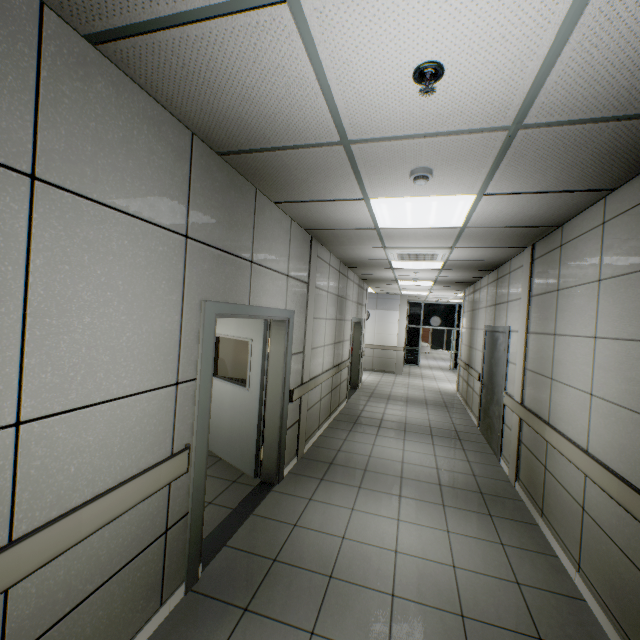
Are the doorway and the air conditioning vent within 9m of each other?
no

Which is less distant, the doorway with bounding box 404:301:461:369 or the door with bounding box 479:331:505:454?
the door with bounding box 479:331:505:454

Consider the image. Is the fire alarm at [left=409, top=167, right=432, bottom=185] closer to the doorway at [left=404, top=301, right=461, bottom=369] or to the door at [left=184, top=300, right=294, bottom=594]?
the door at [left=184, top=300, right=294, bottom=594]

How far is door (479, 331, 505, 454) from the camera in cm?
539

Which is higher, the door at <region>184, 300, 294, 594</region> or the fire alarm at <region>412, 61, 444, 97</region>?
the fire alarm at <region>412, 61, 444, 97</region>

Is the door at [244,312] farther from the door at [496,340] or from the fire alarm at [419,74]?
the door at [496,340]

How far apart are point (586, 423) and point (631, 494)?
0.8m

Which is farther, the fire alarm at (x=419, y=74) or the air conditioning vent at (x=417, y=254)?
the air conditioning vent at (x=417, y=254)
